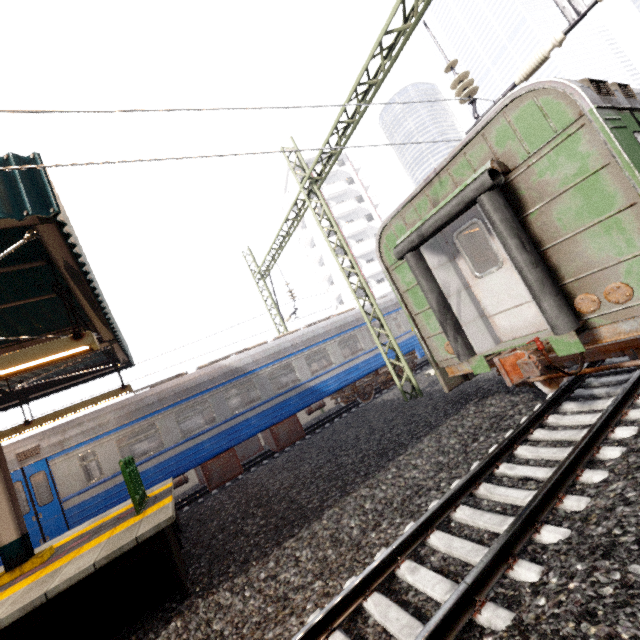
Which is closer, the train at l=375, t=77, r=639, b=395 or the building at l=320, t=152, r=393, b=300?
the train at l=375, t=77, r=639, b=395

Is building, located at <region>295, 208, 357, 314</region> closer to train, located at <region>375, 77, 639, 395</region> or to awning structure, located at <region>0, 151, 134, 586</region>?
train, located at <region>375, 77, 639, 395</region>

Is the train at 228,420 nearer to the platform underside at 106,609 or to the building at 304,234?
the platform underside at 106,609

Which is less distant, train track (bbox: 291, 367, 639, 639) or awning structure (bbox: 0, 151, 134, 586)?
train track (bbox: 291, 367, 639, 639)

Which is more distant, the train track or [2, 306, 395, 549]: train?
[2, 306, 395, 549]: train

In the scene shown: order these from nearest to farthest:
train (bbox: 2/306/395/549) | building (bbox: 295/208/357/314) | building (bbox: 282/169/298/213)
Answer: train (bbox: 2/306/395/549) < building (bbox: 295/208/357/314) < building (bbox: 282/169/298/213)

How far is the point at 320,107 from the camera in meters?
4.5

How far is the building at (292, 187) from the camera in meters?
43.2 m
